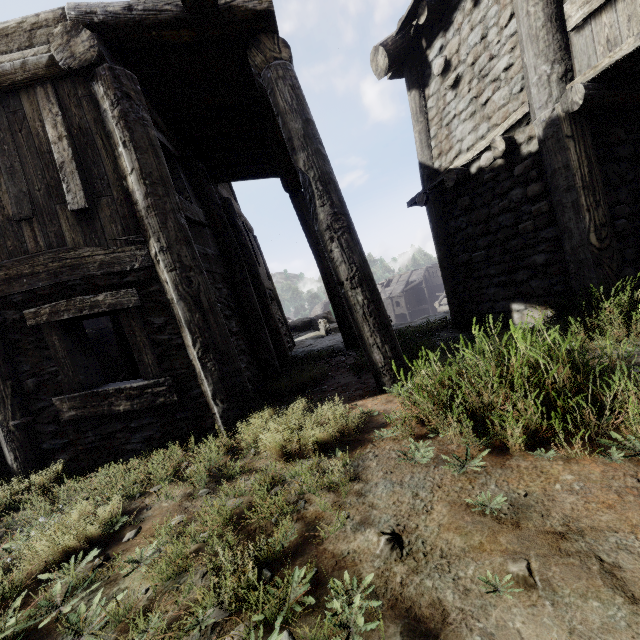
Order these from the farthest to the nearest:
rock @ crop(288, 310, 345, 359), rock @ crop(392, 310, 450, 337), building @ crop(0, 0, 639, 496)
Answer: rock @ crop(288, 310, 345, 359), rock @ crop(392, 310, 450, 337), building @ crop(0, 0, 639, 496)

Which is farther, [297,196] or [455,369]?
[297,196]

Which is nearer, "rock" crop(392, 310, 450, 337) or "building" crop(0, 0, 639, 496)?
"building" crop(0, 0, 639, 496)

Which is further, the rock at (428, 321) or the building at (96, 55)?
the rock at (428, 321)

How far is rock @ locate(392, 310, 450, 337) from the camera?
7.20m

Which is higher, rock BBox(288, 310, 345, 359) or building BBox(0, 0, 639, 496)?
building BBox(0, 0, 639, 496)
